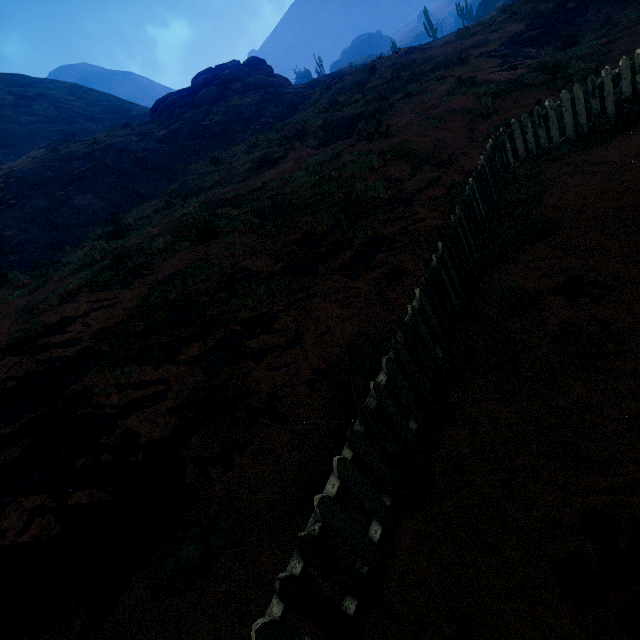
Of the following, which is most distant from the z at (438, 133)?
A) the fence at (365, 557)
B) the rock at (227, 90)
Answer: the rock at (227, 90)

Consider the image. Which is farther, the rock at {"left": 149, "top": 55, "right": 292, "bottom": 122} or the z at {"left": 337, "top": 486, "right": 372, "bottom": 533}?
the rock at {"left": 149, "top": 55, "right": 292, "bottom": 122}

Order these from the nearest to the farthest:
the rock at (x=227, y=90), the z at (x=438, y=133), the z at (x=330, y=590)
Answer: the z at (x=330, y=590)
the z at (x=438, y=133)
the rock at (x=227, y=90)

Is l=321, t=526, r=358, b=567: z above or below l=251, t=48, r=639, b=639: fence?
below

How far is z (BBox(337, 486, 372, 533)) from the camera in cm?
289

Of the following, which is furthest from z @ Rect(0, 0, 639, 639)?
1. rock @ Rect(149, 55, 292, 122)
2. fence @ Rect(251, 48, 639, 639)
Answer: rock @ Rect(149, 55, 292, 122)

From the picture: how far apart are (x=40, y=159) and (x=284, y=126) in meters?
18.0
